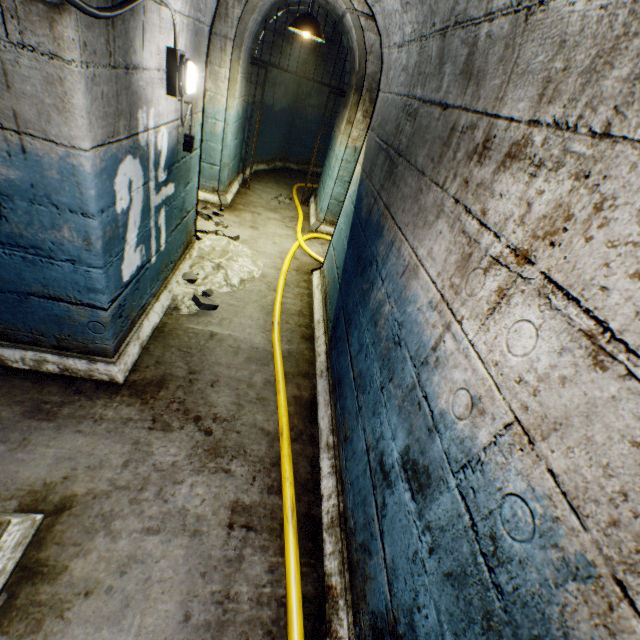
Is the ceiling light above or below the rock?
above

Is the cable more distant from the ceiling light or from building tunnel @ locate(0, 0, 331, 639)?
the ceiling light

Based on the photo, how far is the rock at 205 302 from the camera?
3.27m

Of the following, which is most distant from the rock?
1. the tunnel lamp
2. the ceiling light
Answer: the ceiling light

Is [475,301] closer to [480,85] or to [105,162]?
[480,85]

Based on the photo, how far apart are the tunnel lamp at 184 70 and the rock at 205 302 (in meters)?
1.34

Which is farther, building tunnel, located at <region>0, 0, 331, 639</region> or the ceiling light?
the ceiling light

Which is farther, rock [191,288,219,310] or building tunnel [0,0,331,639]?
rock [191,288,219,310]
